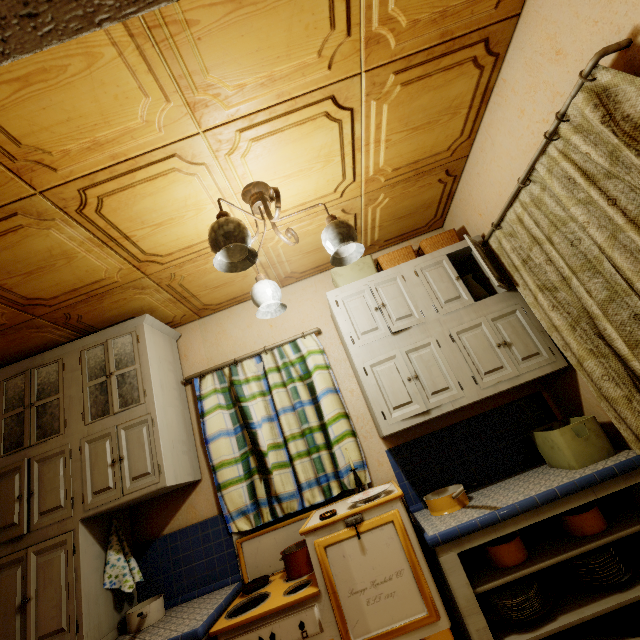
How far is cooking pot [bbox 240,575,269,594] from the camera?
2.01m

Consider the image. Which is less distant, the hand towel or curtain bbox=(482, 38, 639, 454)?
curtain bbox=(482, 38, 639, 454)

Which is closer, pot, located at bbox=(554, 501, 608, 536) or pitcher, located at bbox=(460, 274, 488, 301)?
pot, located at bbox=(554, 501, 608, 536)

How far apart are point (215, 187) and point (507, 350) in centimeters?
213cm

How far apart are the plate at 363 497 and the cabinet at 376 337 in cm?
28

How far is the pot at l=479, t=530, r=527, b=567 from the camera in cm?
174

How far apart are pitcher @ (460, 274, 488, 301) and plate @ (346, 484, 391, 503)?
1.5 meters

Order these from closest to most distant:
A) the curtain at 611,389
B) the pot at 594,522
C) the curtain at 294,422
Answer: the curtain at 611,389 → the pot at 594,522 → the curtain at 294,422
